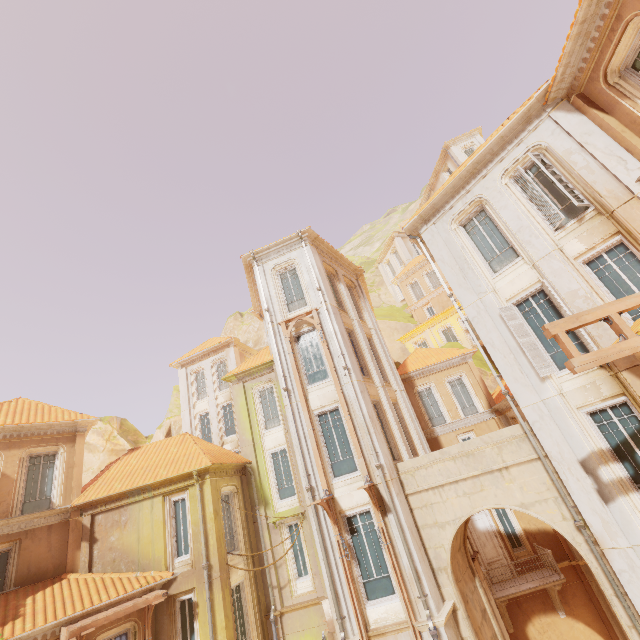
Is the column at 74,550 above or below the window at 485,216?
below

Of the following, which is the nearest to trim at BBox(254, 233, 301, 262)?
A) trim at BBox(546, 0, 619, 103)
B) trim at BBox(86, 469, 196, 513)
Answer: trim at BBox(546, 0, 619, 103)

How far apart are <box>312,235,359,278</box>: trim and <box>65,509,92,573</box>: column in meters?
16.5

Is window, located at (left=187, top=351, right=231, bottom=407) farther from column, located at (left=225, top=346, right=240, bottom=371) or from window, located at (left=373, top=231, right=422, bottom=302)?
window, located at (left=373, top=231, right=422, bottom=302)

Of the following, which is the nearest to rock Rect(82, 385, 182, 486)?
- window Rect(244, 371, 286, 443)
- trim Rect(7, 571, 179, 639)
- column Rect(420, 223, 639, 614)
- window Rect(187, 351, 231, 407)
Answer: window Rect(187, 351, 231, 407)

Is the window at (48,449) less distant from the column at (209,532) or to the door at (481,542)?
the column at (209,532)

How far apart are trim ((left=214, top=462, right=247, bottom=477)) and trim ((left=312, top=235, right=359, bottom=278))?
11.91m

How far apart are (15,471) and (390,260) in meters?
40.5 m
